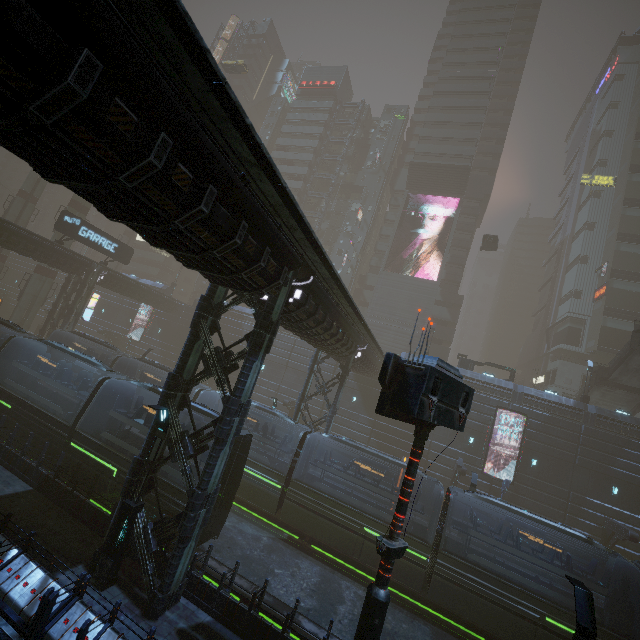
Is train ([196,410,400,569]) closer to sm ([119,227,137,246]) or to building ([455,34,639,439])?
building ([455,34,639,439])

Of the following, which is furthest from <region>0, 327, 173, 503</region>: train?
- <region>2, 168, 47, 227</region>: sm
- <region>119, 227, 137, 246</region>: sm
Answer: <region>119, 227, 137, 246</region>: sm

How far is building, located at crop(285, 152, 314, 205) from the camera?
58.5 meters

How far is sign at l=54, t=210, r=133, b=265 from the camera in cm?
2855

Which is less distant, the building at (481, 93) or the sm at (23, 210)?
the sm at (23, 210)

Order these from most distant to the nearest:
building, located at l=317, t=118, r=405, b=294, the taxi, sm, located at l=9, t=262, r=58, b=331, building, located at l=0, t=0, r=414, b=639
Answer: building, located at l=317, t=118, r=405, b=294, the taxi, sm, located at l=9, t=262, r=58, b=331, building, located at l=0, t=0, r=414, b=639

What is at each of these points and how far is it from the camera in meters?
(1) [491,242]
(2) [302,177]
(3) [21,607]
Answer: (1) grey, 42.1 m
(2) building, 58.9 m
(3) building, 8.2 m

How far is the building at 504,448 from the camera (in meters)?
30.38
